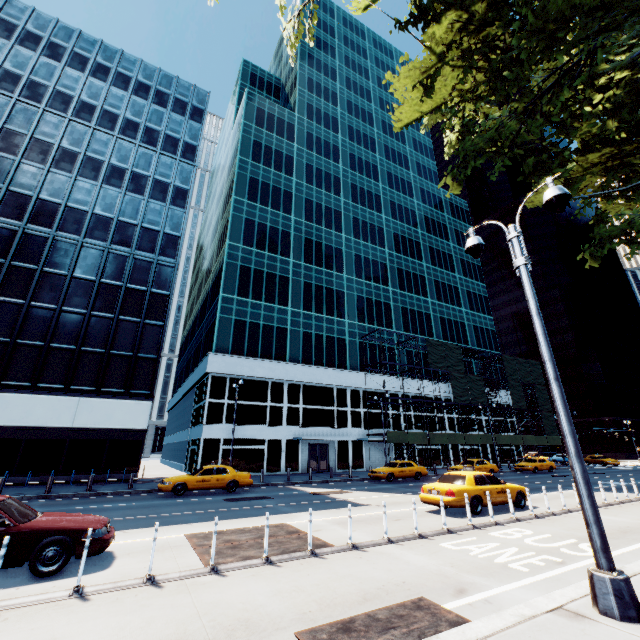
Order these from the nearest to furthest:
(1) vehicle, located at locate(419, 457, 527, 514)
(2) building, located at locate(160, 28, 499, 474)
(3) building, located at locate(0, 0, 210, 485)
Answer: (1) vehicle, located at locate(419, 457, 527, 514) → (3) building, located at locate(0, 0, 210, 485) → (2) building, located at locate(160, 28, 499, 474)

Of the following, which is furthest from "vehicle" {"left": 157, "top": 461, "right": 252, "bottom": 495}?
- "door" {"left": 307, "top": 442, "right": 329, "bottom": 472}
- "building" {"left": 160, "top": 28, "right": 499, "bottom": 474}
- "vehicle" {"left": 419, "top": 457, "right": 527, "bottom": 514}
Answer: "door" {"left": 307, "top": 442, "right": 329, "bottom": 472}

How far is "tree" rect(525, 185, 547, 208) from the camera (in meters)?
Result: 17.73

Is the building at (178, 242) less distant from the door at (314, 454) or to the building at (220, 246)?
the building at (220, 246)

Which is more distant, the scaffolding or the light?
the scaffolding

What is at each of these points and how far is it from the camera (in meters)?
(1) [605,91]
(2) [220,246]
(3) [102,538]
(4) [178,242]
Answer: (1) tree, 11.59
(2) building, 40.22
(3) vehicle, 7.16
(4) building, 32.75

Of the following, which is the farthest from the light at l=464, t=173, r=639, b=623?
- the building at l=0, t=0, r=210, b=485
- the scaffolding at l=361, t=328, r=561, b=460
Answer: the building at l=0, t=0, r=210, b=485

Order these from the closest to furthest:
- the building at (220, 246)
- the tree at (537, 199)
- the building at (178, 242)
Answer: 1. the tree at (537, 199)
2. the building at (178, 242)
3. the building at (220, 246)
